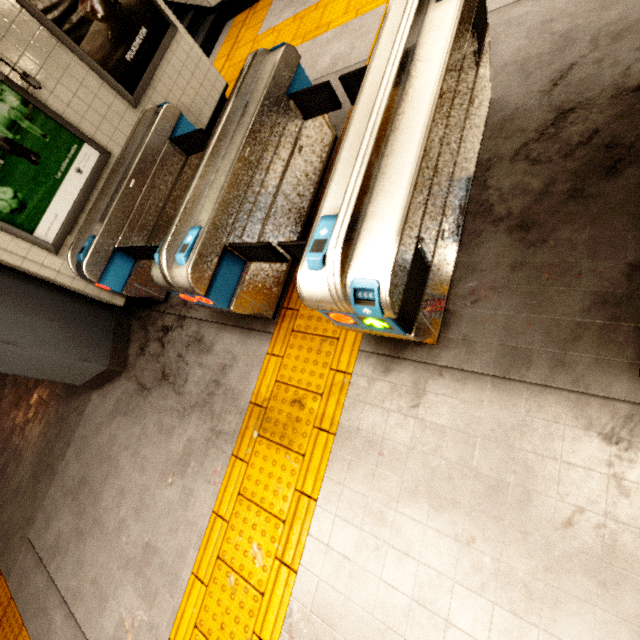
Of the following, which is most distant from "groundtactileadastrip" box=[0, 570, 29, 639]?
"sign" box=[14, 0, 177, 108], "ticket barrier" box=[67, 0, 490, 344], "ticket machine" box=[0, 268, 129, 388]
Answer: "ticket machine" box=[0, 268, 129, 388]

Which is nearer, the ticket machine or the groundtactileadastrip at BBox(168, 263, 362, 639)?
the groundtactileadastrip at BBox(168, 263, 362, 639)

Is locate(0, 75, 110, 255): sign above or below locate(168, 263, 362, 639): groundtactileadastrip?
above

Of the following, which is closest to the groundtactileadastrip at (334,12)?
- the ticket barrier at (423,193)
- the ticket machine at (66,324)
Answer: the ticket barrier at (423,193)

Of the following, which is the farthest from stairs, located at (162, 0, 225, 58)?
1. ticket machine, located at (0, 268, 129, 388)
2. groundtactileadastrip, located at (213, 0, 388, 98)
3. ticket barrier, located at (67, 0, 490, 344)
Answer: ticket barrier, located at (67, 0, 490, 344)

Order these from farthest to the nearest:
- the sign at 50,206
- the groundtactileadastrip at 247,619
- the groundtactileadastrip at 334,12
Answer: the groundtactileadastrip at 334,12 → the sign at 50,206 → the groundtactileadastrip at 247,619

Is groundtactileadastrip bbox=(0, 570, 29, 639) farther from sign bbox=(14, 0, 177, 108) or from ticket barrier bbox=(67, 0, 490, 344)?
sign bbox=(14, 0, 177, 108)

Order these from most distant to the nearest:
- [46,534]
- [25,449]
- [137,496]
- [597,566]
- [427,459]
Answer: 1. [25,449]
2. [46,534]
3. [137,496]
4. [427,459]
5. [597,566]
